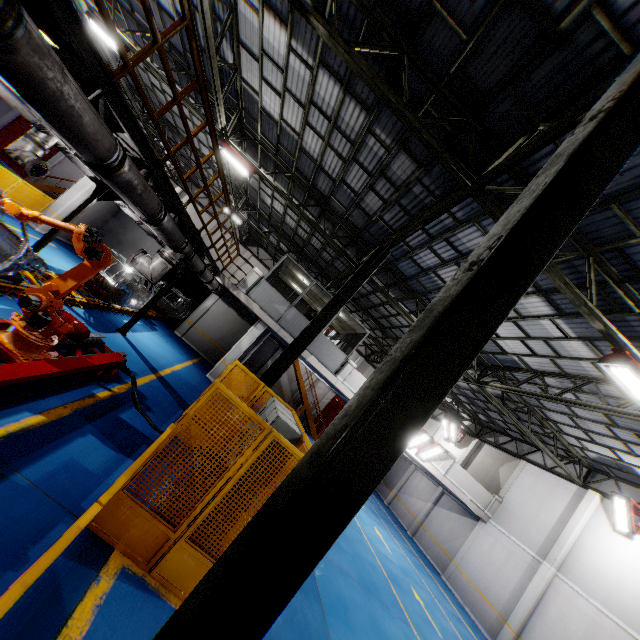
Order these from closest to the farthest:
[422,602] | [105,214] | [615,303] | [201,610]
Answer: [201,610] → [615,303] → [422,602] → [105,214]

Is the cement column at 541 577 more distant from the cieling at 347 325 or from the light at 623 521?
the cieling at 347 325

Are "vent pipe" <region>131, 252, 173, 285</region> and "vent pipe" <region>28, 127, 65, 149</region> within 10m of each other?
yes

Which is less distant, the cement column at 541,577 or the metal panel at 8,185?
the metal panel at 8,185

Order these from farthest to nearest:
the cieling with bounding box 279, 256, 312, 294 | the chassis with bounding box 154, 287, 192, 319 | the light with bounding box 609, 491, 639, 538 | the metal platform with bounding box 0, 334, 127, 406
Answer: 1. the chassis with bounding box 154, 287, 192, 319
2. the cieling with bounding box 279, 256, 312, 294
3. the light with bounding box 609, 491, 639, 538
4. the metal platform with bounding box 0, 334, 127, 406

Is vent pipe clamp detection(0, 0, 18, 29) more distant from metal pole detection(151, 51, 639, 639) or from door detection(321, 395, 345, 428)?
door detection(321, 395, 345, 428)

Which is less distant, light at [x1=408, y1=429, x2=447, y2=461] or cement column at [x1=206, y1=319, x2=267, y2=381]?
cement column at [x1=206, y1=319, x2=267, y2=381]

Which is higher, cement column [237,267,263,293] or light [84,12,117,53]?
light [84,12,117,53]
